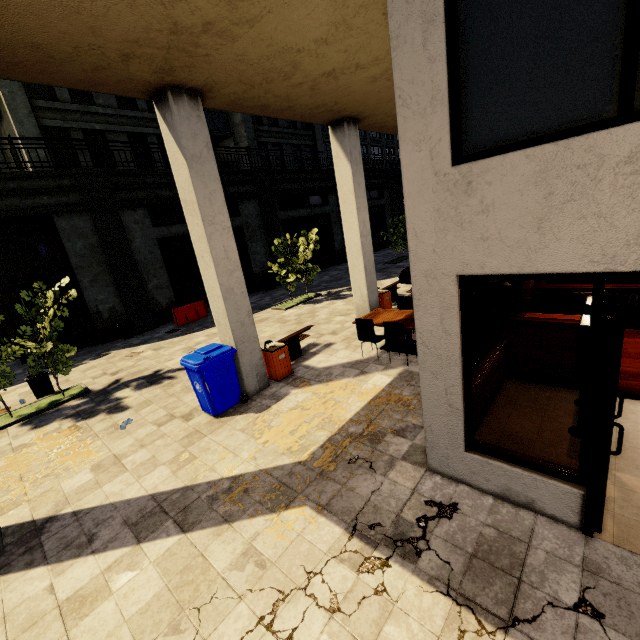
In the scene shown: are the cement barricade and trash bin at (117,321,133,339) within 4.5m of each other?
yes

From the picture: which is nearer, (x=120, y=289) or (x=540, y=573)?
(x=540, y=573)

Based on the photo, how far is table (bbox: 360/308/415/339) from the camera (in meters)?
7.56

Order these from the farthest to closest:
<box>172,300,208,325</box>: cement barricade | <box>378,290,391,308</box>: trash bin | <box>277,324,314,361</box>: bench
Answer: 1. <box>172,300,208,325</box>: cement barricade
2. <box>378,290,391,308</box>: trash bin
3. <box>277,324,314,361</box>: bench

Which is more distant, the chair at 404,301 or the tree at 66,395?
the chair at 404,301

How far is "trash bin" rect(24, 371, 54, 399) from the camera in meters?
8.9 m

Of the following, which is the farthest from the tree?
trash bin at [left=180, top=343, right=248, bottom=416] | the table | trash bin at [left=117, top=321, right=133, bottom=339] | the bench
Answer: the table

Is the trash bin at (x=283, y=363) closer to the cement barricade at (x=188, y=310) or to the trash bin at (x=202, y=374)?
the trash bin at (x=202, y=374)
